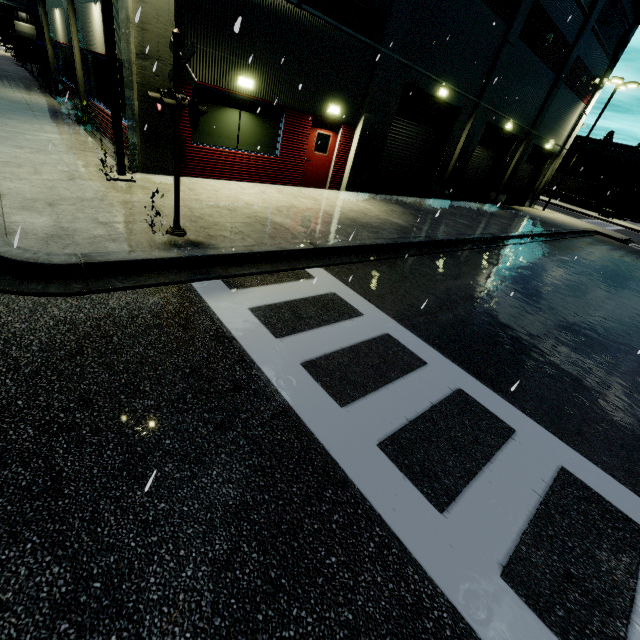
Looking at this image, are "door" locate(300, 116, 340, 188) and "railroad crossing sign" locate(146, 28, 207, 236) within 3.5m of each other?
no

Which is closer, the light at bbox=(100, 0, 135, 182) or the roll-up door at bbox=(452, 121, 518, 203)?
the light at bbox=(100, 0, 135, 182)

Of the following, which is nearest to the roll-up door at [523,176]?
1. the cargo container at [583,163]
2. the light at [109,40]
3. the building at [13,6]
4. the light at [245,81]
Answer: the building at [13,6]

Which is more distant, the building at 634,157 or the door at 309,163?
the building at 634,157

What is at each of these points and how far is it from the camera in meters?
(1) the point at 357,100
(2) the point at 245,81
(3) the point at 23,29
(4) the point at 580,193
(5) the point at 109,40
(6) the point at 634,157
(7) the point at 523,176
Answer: (1) building, 12.1 m
(2) light, 9.3 m
(3) roll-up door, 57.0 m
(4) semi trailer, 51.9 m
(5) light, 6.6 m
(6) building, 57.2 m
(7) roll-up door, 25.9 m

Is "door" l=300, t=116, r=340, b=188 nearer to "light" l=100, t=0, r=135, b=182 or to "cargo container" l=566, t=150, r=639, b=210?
"light" l=100, t=0, r=135, b=182

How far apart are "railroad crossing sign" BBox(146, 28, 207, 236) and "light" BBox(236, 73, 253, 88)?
5.04m

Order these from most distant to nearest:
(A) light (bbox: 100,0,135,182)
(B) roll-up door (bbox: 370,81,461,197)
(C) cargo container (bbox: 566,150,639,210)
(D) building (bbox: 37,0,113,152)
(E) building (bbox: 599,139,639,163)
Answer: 1. (E) building (bbox: 599,139,639,163)
2. (C) cargo container (bbox: 566,150,639,210)
3. (B) roll-up door (bbox: 370,81,461,197)
4. (D) building (bbox: 37,0,113,152)
5. (A) light (bbox: 100,0,135,182)
